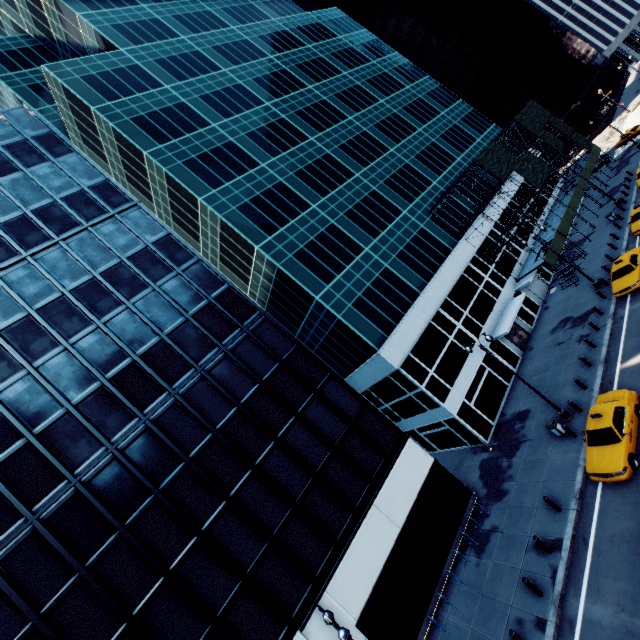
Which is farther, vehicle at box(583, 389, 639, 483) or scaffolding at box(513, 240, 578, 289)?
scaffolding at box(513, 240, 578, 289)

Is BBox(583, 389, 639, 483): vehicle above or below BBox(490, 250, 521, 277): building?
below

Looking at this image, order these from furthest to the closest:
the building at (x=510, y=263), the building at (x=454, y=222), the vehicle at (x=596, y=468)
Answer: the building at (x=454, y=222), the building at (x=510, y=263), the vehicle at (x=596, y=468)

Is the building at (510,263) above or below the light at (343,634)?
below

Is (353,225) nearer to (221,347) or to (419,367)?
(419,367)

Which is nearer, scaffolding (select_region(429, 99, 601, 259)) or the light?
the light

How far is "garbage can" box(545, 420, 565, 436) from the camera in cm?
1919

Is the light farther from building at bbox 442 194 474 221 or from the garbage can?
building at bbox 442 194 474 221
